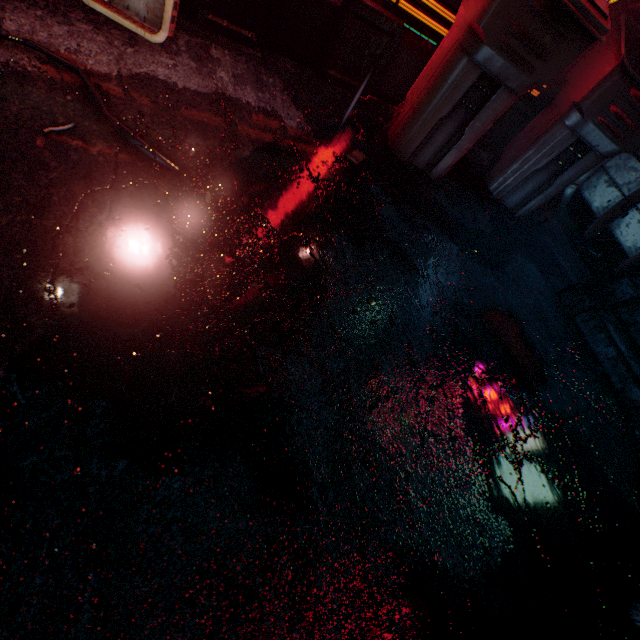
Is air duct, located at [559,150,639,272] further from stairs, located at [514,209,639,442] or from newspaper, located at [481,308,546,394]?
newspaper, located at [481,308,546,394]

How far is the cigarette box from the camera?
1.7m

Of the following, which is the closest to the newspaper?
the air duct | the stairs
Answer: the stairs

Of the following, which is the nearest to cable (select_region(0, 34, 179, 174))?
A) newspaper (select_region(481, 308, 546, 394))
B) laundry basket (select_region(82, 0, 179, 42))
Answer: laundry basket (select_region(82, 0, 179, 42))

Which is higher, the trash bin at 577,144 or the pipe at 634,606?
the trash bin at 577,144

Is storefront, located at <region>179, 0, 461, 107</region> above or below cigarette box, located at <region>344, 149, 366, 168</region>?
above

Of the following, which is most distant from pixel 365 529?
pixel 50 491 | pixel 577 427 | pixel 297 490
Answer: pixel 577 427

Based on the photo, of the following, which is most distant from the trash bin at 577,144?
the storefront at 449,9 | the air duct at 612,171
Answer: the air duct at 612,171
